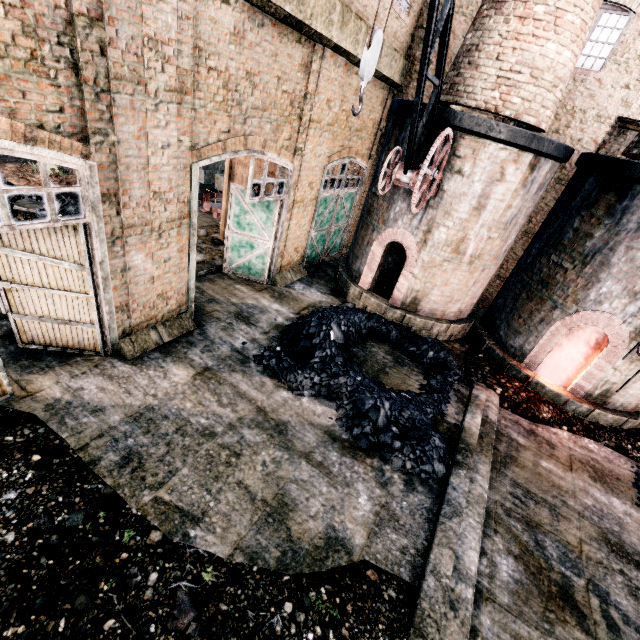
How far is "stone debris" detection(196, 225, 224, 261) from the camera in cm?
1401

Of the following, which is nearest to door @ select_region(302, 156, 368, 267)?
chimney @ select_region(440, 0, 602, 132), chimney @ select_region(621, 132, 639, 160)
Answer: chimney @ select_region(440, 0, 602, 132)

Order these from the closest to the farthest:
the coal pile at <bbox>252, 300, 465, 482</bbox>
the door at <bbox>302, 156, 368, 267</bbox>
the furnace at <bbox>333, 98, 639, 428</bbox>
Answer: the coal pile at <bbox>252, 300, 465, 482</bbox>, the furnace at <bbox>333, 98, 639, 428</bbox>, the door at <bbox>302, 156, 368, 267</bbox>

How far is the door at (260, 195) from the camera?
8.6 meters

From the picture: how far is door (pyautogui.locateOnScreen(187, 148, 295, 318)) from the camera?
8.6m

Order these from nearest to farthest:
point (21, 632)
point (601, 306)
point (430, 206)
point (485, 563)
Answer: point (21, 632), point (485, 563), point (601, 306), point (430, 206)

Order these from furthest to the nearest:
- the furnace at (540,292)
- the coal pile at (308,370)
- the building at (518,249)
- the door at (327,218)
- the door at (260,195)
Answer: the door at (327,218) < the building at (518,249) < the furnace at (540,292) < the door at (260,195) < the coal pile at (308,370)

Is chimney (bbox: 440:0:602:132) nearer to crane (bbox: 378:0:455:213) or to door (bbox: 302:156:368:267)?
crane (bbox: 378:0:455:213)
